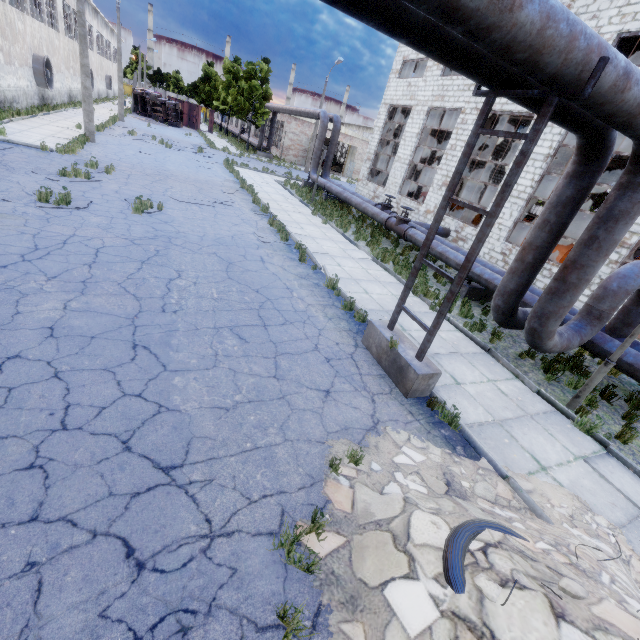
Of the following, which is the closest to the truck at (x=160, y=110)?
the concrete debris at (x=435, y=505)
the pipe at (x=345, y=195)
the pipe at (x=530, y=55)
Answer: the pipe at (x=345, y=195)

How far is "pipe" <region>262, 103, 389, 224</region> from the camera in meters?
17.4 m

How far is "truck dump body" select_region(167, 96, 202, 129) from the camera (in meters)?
44.88

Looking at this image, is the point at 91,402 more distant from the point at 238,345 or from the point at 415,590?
the point at 415,590

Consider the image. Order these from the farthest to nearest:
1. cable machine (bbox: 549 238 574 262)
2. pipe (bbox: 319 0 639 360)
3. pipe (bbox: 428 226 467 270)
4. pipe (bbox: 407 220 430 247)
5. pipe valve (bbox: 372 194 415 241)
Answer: cable machine (bbox: 549 238 574 262) → pipe valve (bbox: 372 194 415 241) → pipe (bbox: 407 220 430 247) → pipe (bbox: 428 226 467 270) → pipe (bbox: 319 0 639 360)

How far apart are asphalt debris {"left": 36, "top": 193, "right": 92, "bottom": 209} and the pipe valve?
11.7m

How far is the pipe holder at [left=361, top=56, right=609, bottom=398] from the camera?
4.1 meters

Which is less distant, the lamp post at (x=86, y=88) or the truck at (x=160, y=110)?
the lamp post at (x=86, y=88)
